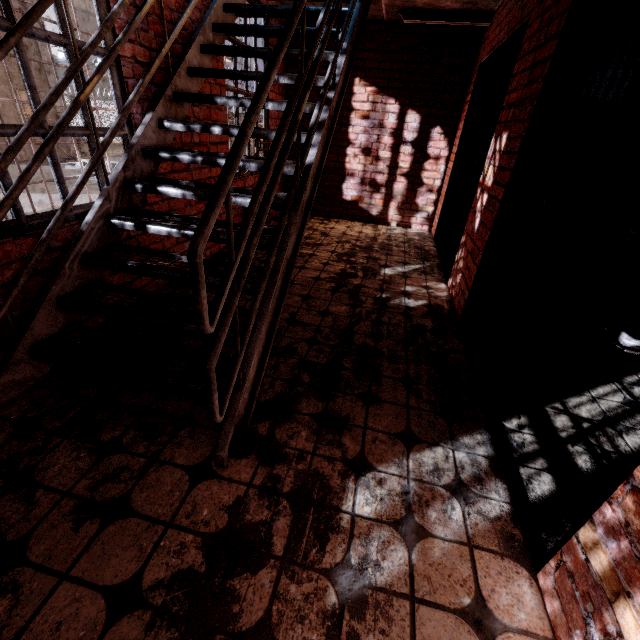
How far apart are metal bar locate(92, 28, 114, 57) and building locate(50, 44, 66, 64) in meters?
41.5

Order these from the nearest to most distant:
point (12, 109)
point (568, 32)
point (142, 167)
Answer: point (568, 32)
point (142, 167)
point (12, 109)

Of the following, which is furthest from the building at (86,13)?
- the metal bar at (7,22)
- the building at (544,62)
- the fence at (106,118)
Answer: the building at (544,62)

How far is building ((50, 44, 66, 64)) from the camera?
30.07m

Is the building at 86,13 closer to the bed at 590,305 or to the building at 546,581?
the building at 546,581

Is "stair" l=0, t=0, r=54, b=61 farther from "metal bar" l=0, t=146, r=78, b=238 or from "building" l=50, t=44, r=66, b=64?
"building" l=50, t=44, r=66, b=64

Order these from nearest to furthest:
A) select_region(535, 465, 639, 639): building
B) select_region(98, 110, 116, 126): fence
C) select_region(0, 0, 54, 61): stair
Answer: select_region(535, 465, 639, 639): building
select_region(0, 0, 54, 61): stair
select_region(98, 110, 116, 126): fence
